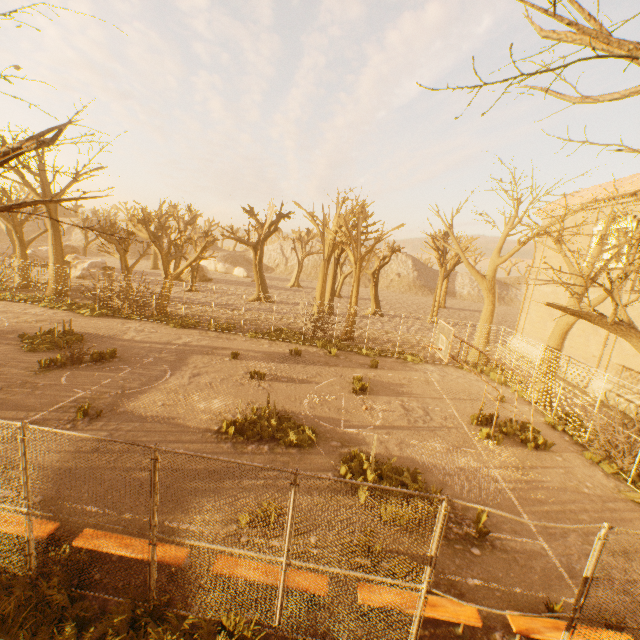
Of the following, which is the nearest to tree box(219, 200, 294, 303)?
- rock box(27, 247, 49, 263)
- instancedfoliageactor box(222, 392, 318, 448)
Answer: rock box(27, 247, 49, 263)

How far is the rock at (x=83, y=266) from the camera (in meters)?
34.69

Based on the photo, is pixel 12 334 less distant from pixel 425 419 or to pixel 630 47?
pixel 425 419

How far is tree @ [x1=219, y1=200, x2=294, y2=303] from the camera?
31.0m

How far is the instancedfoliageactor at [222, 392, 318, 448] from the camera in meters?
9.9 m

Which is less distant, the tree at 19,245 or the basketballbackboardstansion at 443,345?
the tree at 19,245

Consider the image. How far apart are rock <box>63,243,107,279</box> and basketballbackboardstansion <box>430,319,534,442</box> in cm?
3655

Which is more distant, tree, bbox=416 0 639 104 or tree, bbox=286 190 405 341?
tree, bbox=286 190 405 341
